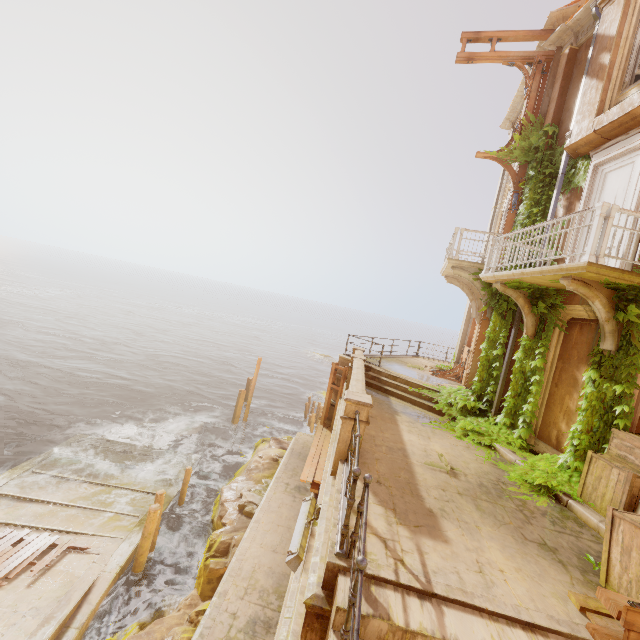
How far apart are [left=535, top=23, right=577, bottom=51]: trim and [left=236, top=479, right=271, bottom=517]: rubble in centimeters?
1929cm

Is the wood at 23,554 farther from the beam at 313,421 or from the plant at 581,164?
the beam at 313,421

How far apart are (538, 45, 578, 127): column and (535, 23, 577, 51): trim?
0.0m

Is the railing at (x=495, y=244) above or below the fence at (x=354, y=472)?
above

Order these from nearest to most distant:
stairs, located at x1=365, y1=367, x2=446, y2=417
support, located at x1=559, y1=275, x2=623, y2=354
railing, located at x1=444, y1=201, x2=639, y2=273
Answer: railing, located at x1=444, y1=201, x2=639, y2=273
support, located at x1=559, y1=275, x2=623, y2=354
stairs, located at x1=365, y1=367, x2=446, y2=417

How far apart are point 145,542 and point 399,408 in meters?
9.7

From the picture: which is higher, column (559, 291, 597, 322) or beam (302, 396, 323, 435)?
column (559, 291, 597, 322)

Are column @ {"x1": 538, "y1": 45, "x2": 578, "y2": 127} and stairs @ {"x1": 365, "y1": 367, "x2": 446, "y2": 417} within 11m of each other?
yes
